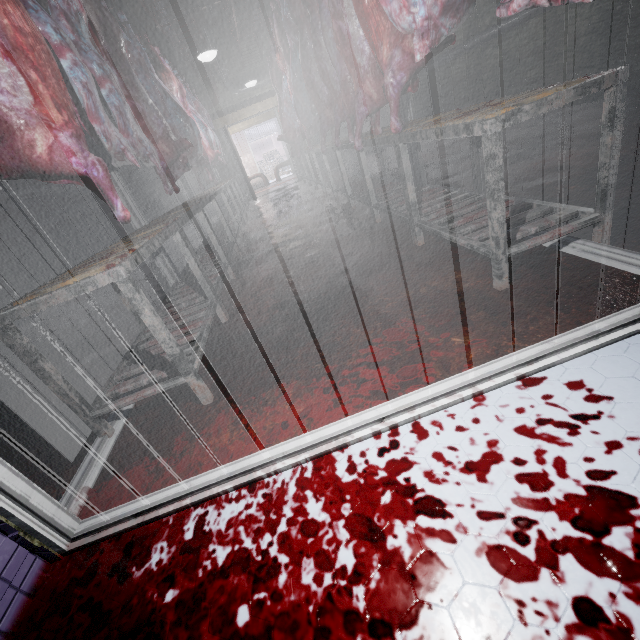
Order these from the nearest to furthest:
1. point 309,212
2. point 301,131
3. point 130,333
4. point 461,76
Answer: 1. point 130,333
2. point 309,212
3. point 301,131
4. point 461,76

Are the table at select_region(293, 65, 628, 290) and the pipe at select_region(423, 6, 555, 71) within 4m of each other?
yes

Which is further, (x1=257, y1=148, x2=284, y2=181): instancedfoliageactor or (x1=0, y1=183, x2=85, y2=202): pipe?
(x1=257, y1=148, x2=284, y2=181): instancedfoliageactor

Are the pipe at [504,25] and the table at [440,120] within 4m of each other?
yes

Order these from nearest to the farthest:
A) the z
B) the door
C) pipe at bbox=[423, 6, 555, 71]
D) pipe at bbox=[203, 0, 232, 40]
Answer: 1. the door
2. the z
3. pipe at bbox=[423, 6, 555, 71]
4. pipe at bbox=[203, 0, 232, 40]

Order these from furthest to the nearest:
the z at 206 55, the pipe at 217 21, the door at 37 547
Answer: the pipe at 217 21 < the z at 206 55 < the door at 37 547

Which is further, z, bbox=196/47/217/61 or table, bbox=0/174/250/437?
z, bbox=196/47/217/61

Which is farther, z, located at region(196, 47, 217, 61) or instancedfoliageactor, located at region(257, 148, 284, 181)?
instancedfoliageactor, located at region(257, 148, 284, 181)
